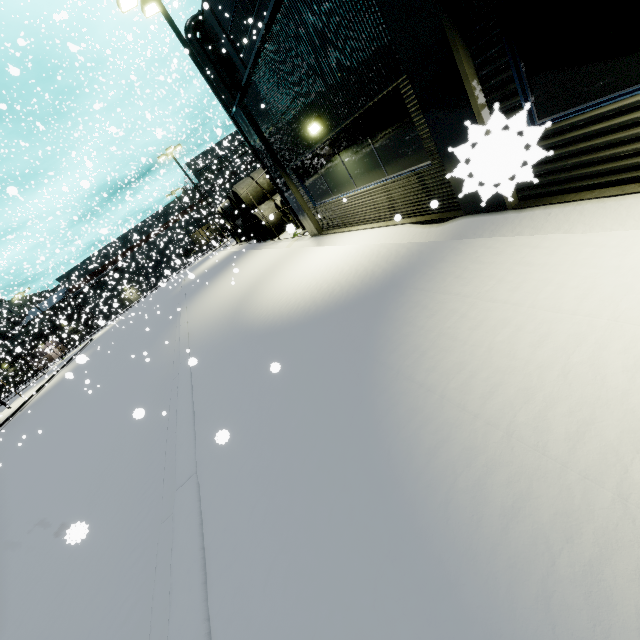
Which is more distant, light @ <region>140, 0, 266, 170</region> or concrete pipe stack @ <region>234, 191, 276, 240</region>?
concrete pipe stack @ <region>234, 191, 276, 240</region>

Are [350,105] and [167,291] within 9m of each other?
no

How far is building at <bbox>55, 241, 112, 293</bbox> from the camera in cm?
3769

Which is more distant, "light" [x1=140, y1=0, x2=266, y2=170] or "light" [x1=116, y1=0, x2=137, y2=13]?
"light" [x1=140, y1=0, x2=266, y2=170]

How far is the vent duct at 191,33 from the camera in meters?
25.6 m

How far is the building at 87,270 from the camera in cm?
3769

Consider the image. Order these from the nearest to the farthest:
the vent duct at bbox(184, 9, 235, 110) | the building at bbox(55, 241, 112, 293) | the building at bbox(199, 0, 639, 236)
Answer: the building at bbox(199, 0, 639, 236)
the vent duct at bbox(184, 9, 235, 110)
the building at bbox(55, 241, 112, 293)

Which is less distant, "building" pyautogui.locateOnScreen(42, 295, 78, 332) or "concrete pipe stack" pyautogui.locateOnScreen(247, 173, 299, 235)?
"concrete pipe stack" pyautogui.locateOnScreen(247, 173, 299, 235)
